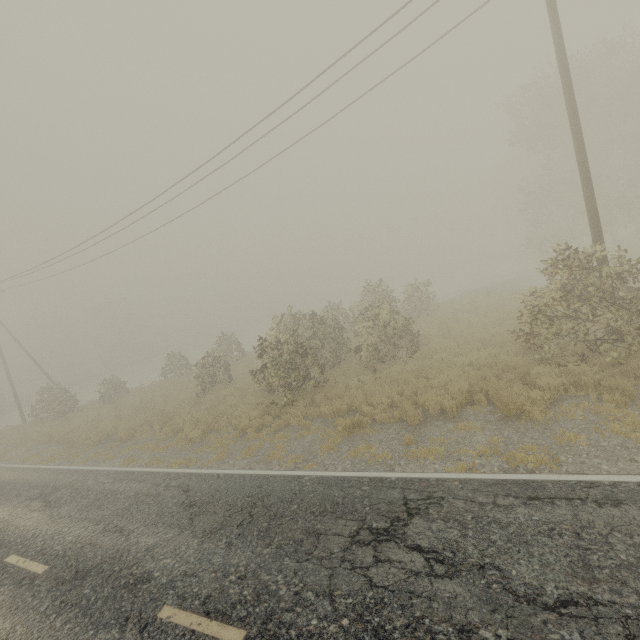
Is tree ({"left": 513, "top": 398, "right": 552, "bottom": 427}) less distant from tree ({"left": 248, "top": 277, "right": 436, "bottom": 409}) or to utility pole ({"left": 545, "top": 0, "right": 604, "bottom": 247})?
utility pole ({"left": 545, "top": 0, "right": 604, "bottom": 247})

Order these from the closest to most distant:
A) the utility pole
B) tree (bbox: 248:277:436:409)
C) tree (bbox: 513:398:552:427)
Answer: tree (bbox: 513:398:552:427) < the utility pole < tree (bbox: 248:277:436:409)

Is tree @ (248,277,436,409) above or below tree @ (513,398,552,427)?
above

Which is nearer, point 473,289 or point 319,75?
point 319,75

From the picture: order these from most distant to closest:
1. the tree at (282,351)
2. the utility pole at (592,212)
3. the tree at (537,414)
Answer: the tree at (282,351) < the utility pole at (592,212) < the tree at (537,414)

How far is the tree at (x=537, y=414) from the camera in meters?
7.6 m

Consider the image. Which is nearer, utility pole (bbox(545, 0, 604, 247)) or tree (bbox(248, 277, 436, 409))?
utility pole (bbox(545, 0, 604, 247))
